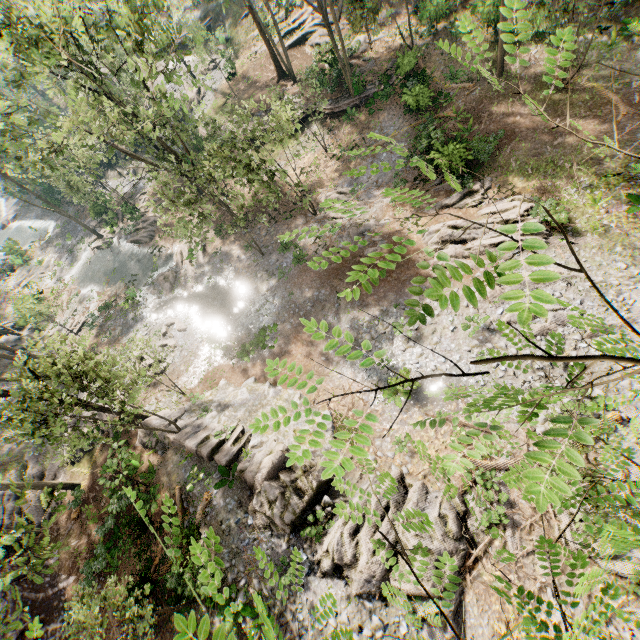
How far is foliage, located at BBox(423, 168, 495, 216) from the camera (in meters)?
2.32

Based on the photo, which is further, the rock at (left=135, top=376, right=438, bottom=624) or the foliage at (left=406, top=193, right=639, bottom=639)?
the rock at (left=135, top=376, right=438, bottom=624)

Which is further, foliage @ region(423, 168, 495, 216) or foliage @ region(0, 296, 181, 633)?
foliage @ region(0, 296, 181, 633)

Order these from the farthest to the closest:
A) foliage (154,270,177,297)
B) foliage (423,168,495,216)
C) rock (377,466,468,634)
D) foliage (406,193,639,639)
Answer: foliage (154,270,177,297) < rock (377,466,468,634) < foliage (423,168,495,216) < foliage (406,193,639,639)

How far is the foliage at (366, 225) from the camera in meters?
1.6

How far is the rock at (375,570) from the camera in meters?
12.7 m

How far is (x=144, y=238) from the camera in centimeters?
3488cm

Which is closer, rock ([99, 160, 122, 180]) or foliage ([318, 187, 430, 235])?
foliage ([318, 187, 430, 235])
